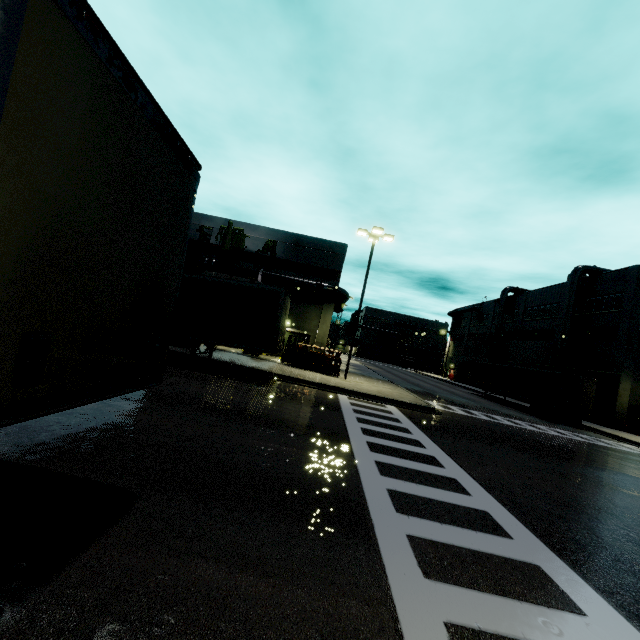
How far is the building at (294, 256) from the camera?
28.17m

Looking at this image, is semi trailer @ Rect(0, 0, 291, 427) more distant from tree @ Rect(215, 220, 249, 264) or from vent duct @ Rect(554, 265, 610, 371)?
tree @ Rect(215, 220, 249, 264)

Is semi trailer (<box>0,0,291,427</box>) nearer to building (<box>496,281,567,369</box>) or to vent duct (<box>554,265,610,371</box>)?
building (<box>496,281,567,369</box>)

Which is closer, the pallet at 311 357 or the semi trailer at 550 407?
the pallet at 311 357

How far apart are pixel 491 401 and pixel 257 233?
28.6 meters

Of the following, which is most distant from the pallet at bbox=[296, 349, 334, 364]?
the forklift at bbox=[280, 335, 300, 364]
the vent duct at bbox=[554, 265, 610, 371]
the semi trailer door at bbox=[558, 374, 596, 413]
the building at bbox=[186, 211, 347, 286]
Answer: the vent duct at bbox=[554, 265, 610, 371]

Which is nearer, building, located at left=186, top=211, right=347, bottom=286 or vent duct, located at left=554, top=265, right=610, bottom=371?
building, located at left=186, top=211, right=347, bottom=286
